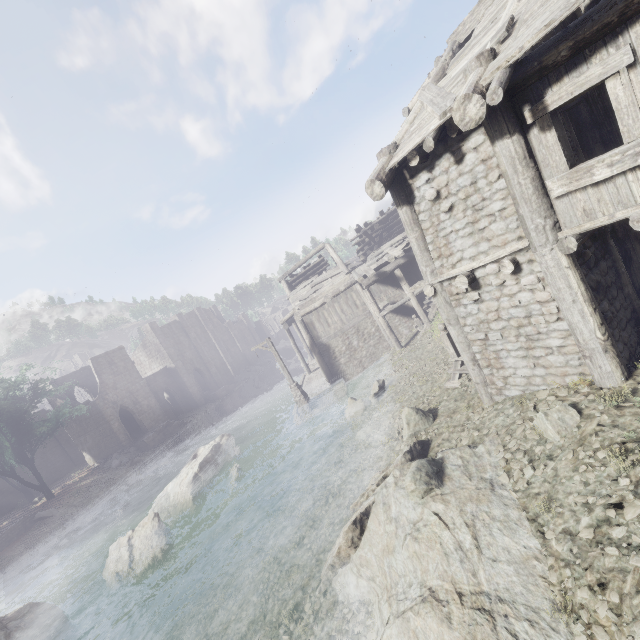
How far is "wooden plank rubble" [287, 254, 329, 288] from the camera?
27.7 meters

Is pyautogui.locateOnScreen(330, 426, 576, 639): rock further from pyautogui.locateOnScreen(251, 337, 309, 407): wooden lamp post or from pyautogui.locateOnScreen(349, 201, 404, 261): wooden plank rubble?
pyautogui.locateOnScreen(349, 201, 404, 261): wooden plank rubble

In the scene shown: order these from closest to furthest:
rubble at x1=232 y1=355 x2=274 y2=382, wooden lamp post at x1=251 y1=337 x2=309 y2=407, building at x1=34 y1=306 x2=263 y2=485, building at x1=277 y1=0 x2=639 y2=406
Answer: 1. building at x1=277 y1=0 x2=639 y2=406
2. wooden lamp post at x1=251 y1=337 x2=309 y2=407
3. building at x1=34 y1=306 x2=263 y2=485
4. rubble at x1=232 y1=355 x2=274 y2=382

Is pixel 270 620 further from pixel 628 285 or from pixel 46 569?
pixel 46 569

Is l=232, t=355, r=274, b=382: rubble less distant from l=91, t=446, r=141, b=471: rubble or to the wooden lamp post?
l=91, t=446, r=141, b=471: rubble

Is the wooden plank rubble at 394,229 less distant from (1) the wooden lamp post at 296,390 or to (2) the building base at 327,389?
(2) the building base at 327,389

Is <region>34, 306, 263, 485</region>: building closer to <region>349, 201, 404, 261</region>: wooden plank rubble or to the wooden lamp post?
<region>349, 201, 404, 261</region>: wooden plank rubble

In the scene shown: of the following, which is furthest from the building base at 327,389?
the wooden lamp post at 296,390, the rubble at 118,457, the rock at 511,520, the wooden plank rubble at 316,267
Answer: the rubble at 118,457
